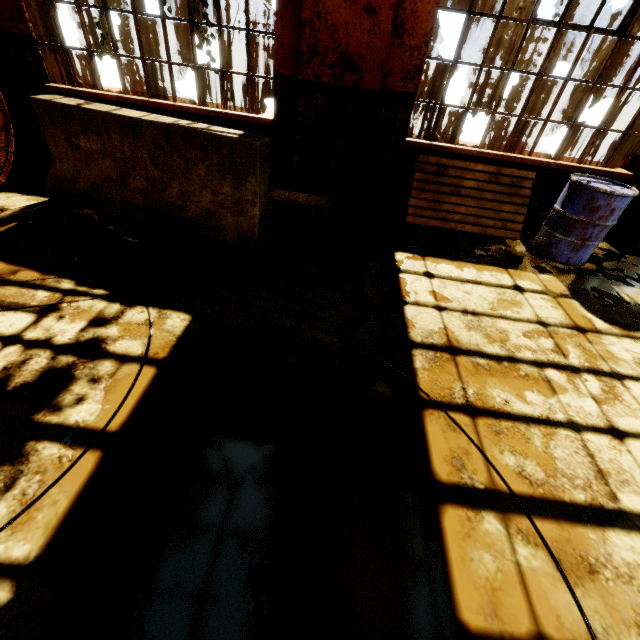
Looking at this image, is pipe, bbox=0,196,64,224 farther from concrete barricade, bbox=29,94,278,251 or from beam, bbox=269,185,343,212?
beam, bbox=269,185,343,212

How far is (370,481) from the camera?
1.79m

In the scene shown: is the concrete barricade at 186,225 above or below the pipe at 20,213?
above

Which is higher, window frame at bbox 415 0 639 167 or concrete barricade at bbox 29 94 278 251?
window frame at bbox 415 0 639 167

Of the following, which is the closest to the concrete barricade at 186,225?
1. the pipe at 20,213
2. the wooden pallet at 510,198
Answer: the pipe at 20,213

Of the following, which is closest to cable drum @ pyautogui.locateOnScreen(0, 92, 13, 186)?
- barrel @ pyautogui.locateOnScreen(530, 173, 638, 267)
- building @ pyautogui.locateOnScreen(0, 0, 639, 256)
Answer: building @ pyautogui.locateOnScreen(0, 0, 639, 256)

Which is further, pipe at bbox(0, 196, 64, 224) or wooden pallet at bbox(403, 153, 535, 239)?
wooden pallet at bbox(403, 153, 535, 239)

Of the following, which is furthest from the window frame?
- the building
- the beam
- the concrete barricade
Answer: the concrete barricade
